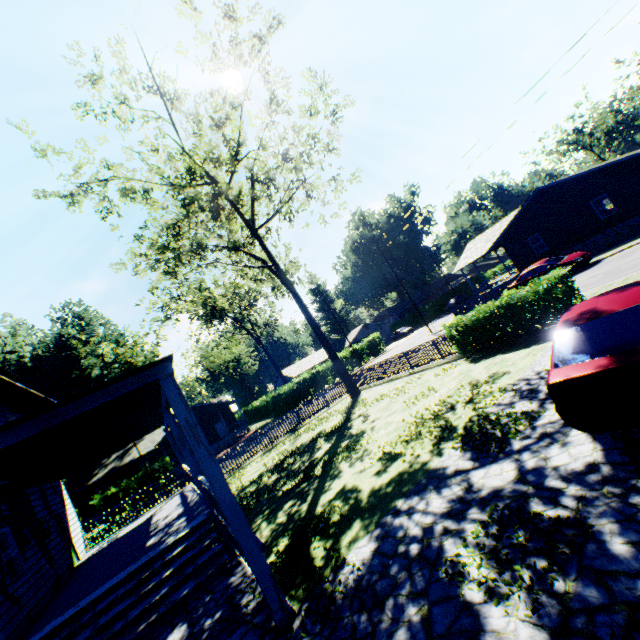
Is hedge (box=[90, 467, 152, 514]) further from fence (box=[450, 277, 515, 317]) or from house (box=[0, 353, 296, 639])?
fence (box=[450, 277, 515, 317])

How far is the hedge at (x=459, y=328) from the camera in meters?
10.9

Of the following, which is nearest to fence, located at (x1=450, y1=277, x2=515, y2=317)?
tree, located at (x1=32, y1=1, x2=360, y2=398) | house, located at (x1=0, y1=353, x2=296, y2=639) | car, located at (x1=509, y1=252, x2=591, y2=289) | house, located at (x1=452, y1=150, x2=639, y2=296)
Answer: house, located at (x1=452, y1=150, x2=639, y2=296)

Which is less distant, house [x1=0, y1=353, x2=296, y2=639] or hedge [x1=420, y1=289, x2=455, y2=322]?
house [x1=0, y1=353, x2=296, y2=639]

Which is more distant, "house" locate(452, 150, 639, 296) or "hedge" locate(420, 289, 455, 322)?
"hedge" locate(420, 289, 455, 322)

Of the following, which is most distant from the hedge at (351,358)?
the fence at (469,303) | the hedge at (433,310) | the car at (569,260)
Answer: the car at (569,260)

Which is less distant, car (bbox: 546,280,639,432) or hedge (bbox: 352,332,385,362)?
car (bbox: 546,280,639,432)

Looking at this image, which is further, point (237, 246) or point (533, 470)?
point (237, 246)
